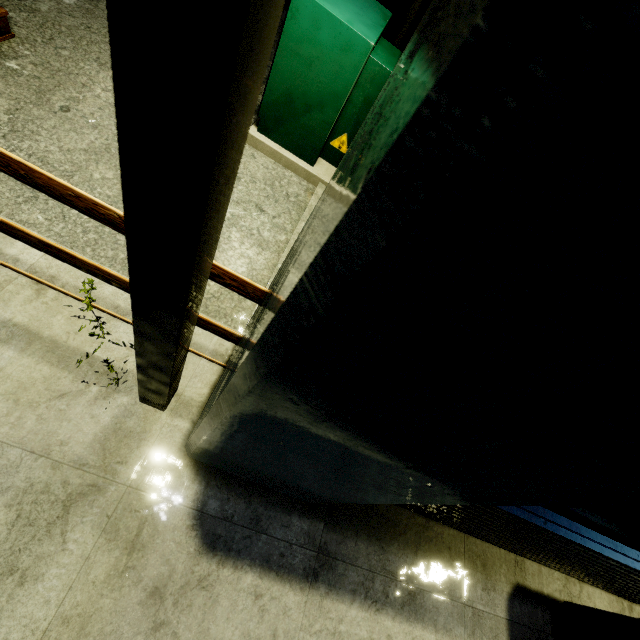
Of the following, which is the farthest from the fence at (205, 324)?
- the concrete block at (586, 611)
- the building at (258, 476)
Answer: the concrete block at (586, 611)

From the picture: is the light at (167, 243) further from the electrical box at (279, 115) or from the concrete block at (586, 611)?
the concrete block at (586, 611)

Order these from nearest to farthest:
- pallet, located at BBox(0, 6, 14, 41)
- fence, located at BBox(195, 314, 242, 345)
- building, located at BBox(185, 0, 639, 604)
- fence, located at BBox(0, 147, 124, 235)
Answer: building, located at BBox(185, 0, 639, 604) < fence, located at BBox(0, 147, 124, 235) < fence, located at BBox(195, 314, 242, 345) < pallet, located at BBox(0, 6, 14, 41)

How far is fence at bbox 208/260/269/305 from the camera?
1.54m

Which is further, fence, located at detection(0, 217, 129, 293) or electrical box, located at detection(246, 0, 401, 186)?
electrical box, located at detection(246, 0, 401, 186)

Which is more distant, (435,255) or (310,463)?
(310,463)

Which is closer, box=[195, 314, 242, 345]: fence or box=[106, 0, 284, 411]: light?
box=[106, 0, 284, 411]: light

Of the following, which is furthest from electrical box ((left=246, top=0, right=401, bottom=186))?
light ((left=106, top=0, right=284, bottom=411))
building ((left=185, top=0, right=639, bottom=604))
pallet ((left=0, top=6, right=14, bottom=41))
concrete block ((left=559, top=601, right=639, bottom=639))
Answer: concrete block ((left=559, top=601, right=639, bottom=639))
